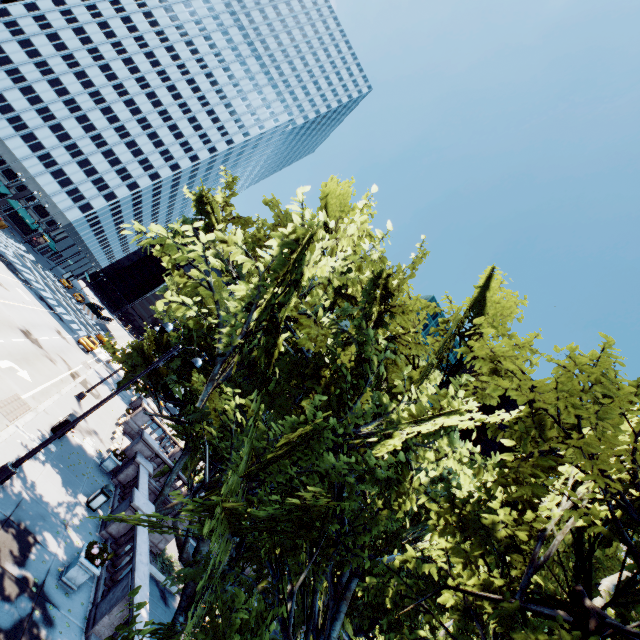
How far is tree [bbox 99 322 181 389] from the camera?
17.1m

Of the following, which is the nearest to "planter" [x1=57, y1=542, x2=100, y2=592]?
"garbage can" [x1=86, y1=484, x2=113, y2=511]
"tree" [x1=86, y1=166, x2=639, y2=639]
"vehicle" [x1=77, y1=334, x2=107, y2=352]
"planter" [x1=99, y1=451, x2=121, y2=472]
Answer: "tree" [x1=86, y1=166, x2=639, y2=639]

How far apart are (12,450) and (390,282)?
15.6 meters

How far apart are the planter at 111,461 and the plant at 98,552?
8.73m

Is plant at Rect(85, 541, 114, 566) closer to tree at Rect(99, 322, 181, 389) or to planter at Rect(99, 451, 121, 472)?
tree at Rect(99, 322, 181, 389)

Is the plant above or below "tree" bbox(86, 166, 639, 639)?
below

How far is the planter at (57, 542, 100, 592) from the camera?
9.8m

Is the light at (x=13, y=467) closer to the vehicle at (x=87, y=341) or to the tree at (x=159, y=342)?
the tree at (x=159, y=342)
